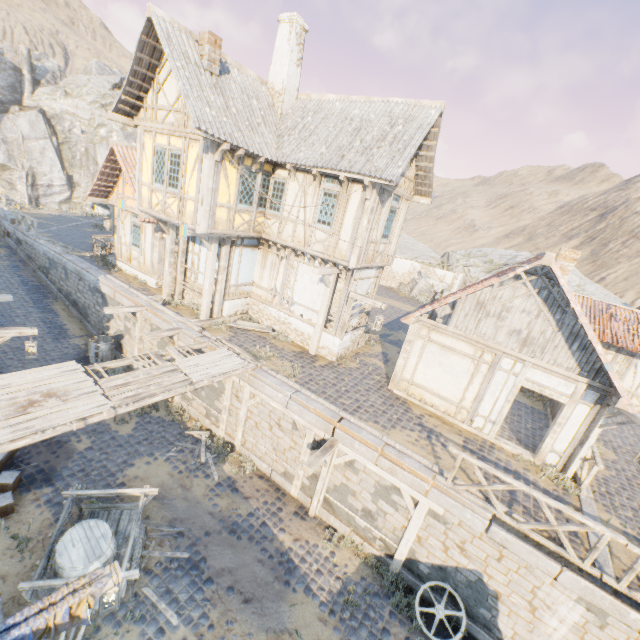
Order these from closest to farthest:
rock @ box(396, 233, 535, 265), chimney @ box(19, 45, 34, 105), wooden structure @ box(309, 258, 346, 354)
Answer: wooden structure @ box(309, 258, 346, 354), rock @ box(396, 233, 535, 265), chimney @ box(19, 45, 34, 105)

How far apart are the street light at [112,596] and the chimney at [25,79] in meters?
54.6 m

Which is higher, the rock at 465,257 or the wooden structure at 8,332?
the rock at 465,257

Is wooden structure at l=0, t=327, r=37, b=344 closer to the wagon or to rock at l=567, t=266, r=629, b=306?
the wagon

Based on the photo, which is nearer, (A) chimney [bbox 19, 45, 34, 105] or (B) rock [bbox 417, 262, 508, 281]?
(B) rock [bbox 417, 262, 508, 281]

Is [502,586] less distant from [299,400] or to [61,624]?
[299,400]

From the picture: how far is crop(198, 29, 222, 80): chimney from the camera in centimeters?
1030cm

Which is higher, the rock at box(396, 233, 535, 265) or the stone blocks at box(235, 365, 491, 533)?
the rock at box(396, 233, 535, 265)
